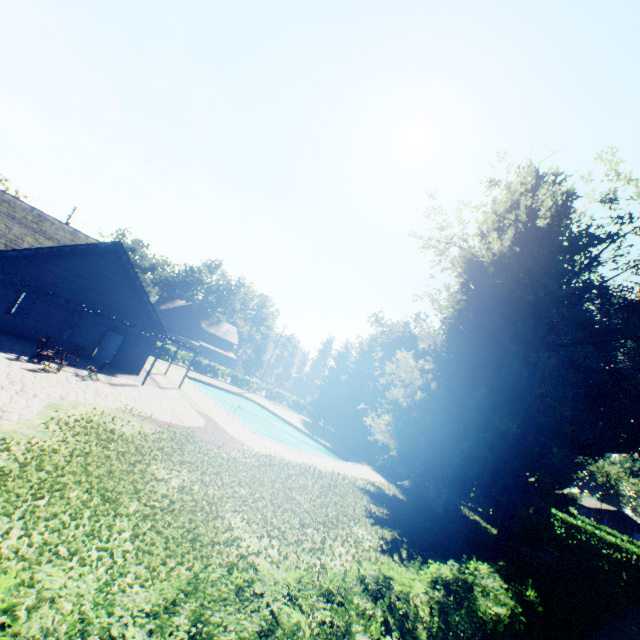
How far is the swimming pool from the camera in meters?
26.1

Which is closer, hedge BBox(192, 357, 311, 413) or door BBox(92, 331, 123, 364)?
→ door BBox(92, 331, 123, 364)

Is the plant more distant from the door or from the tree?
the door

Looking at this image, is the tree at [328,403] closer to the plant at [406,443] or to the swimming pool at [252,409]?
the plant at [406,443]

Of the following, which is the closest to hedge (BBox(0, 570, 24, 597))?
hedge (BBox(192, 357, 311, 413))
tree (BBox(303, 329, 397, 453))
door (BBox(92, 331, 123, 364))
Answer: tree (BBox(303, 329, 397, 453))

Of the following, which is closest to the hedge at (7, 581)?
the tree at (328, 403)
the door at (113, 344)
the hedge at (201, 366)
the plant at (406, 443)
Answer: the plant at (406, 443)

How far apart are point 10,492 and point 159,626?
5.63m

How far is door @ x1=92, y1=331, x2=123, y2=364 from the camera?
21.12m
